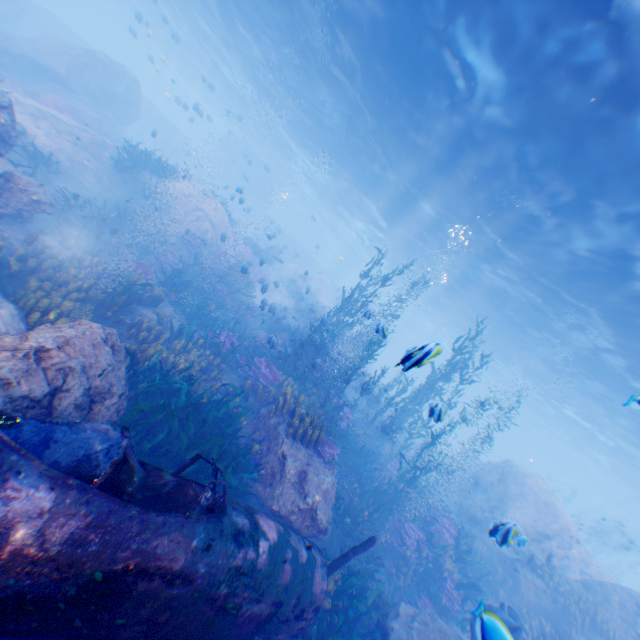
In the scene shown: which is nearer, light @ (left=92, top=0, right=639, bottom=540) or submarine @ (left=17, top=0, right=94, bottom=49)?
light @ (left=92, top=0, right=639, bottom=540)

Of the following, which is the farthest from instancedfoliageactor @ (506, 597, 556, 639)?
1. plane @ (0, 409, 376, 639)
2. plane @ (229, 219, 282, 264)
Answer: plane @ (229, 219, 282, 264)

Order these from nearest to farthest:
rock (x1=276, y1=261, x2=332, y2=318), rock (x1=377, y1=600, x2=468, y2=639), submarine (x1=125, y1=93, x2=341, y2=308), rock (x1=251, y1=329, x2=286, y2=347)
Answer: rock (x1=377, y1=600, x2=468, y2=639) < rock (x1=251, y1=329, x2=286, y2=347) < rock (x1=276, y1=261, x2=332, y2=318) < submarine (x1=125, y1=93, x2=341, y2=308)

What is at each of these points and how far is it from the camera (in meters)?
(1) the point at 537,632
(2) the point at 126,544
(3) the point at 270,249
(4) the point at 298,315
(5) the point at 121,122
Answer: (1) instancedfoliageactor, 11.01
(2) plane, 2.84
(3) plane, 27.39
(4) rock, 30.56
(5) rock, 25.53

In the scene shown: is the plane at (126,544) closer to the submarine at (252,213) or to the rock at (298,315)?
the rock at (298,315)

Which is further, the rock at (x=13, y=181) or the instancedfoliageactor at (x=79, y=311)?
the rock at (x=13, y=181)

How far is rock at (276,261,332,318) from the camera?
33.6 meters

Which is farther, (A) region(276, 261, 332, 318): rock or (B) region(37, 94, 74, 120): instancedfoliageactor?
(A) region(276, 261, 332, 318): rock
